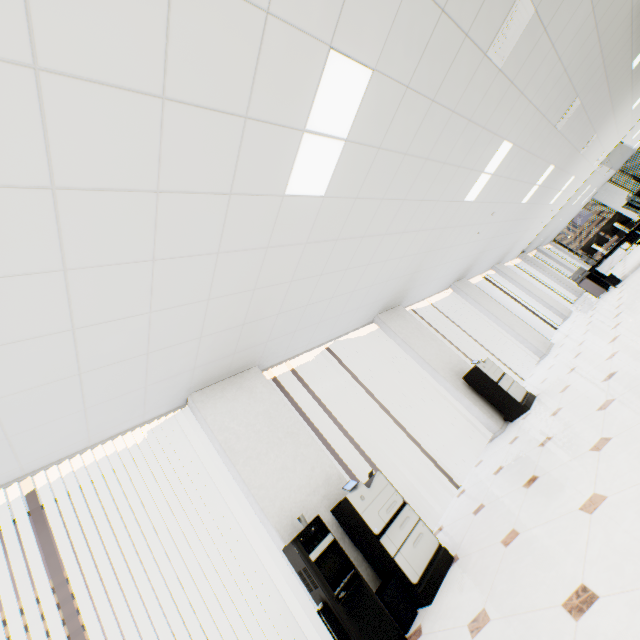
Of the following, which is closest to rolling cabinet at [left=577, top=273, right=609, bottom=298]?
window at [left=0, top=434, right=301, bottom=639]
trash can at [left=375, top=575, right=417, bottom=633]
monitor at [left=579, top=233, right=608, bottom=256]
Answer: monitor at [left=579, top=233, right=608, bottom=256]

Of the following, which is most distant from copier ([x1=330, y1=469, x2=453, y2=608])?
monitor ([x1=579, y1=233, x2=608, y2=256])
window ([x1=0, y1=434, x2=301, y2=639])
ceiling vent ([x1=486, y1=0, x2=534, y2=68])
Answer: monitor ([x1=579, y1=233, x2=608, y2=256])

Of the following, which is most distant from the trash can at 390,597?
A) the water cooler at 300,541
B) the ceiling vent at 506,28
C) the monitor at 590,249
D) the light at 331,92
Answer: the monitor at 590,249

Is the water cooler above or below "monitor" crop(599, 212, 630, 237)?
below

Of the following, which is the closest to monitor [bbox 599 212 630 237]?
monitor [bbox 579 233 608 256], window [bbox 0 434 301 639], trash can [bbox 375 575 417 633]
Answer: monitor [bbox 579 233 608 256]

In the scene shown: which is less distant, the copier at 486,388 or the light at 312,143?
the light at 312,143

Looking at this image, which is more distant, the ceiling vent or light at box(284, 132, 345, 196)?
the ceiling vent

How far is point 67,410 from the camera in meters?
2.7 m
